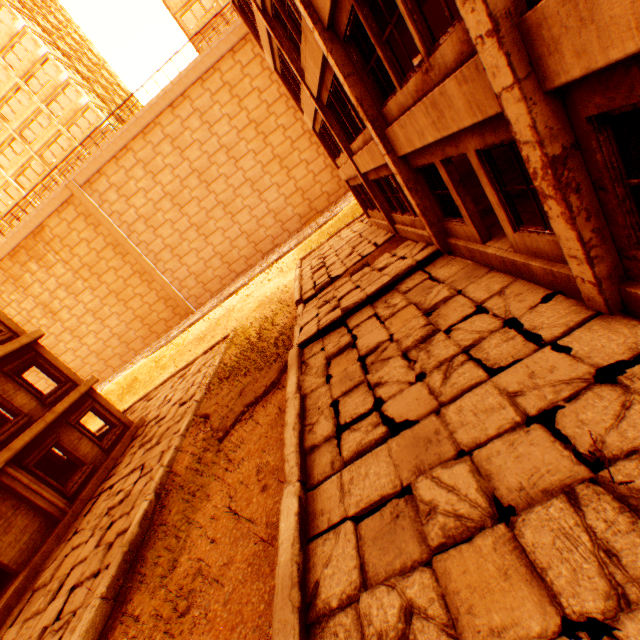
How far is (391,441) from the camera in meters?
4.6

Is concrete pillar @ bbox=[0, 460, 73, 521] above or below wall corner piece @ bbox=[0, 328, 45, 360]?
below

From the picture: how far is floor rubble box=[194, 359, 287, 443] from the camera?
9.4m

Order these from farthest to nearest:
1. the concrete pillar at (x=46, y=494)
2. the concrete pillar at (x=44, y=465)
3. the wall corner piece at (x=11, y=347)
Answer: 1. the concrete pillar at (x=44, y=465)
2. the wall corner piece at (x=11, y=347)
3. the concrete pillar at (x=46, y=494)

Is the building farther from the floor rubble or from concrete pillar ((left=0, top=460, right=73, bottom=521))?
the floor rubble

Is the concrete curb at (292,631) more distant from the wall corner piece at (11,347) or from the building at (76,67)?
the building at (76,67)

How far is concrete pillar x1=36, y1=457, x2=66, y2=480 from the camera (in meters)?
16.42

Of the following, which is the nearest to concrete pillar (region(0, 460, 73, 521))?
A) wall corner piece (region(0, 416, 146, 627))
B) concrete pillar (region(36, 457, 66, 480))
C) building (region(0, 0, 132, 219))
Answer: wall corner piece (region(0, 416, 146, 627))
